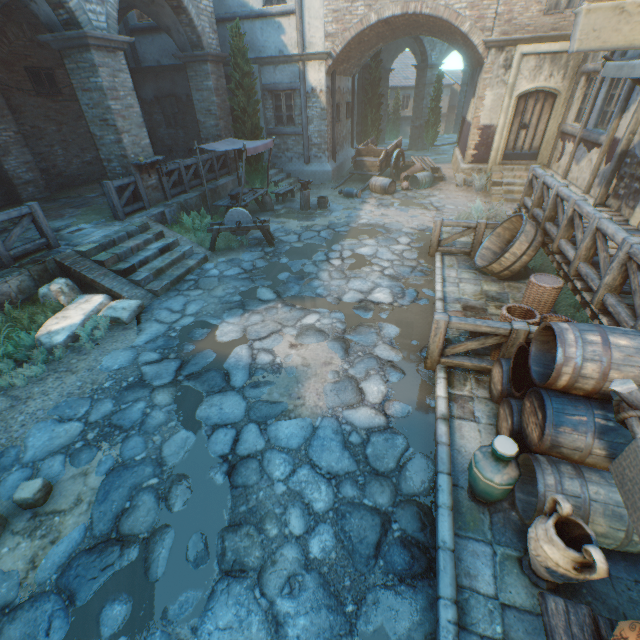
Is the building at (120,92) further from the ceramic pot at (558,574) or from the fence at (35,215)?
the fence at (35,215)

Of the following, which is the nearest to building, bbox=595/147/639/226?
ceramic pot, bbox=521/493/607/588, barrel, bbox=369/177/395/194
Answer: ceramic pot, bbox=521/493/607/588

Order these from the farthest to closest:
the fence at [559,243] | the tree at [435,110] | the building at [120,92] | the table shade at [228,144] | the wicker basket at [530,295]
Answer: the tree at [435,110] < the table shade at [228,144] < the building at [120,92] < the wicker basket at [530,295] < the fence at [559,243]

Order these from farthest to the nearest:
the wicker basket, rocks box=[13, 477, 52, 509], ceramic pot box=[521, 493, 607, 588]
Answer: the wicker basket, rocks box=[13, 477, 52, 509], ceramic pot box=[521, 493, 607, 588]

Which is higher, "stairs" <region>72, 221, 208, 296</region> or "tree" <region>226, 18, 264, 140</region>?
"tree" <region>226, 18, 264, 140</region>

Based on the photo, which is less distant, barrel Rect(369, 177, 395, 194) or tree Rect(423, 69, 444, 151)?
barrel Rect(369, 177, 395, 194)

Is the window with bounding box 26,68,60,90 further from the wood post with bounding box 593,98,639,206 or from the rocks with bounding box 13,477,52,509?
the wood post with bounding box 593,98,639,206

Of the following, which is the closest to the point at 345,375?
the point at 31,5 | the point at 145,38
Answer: the point at 31,5
